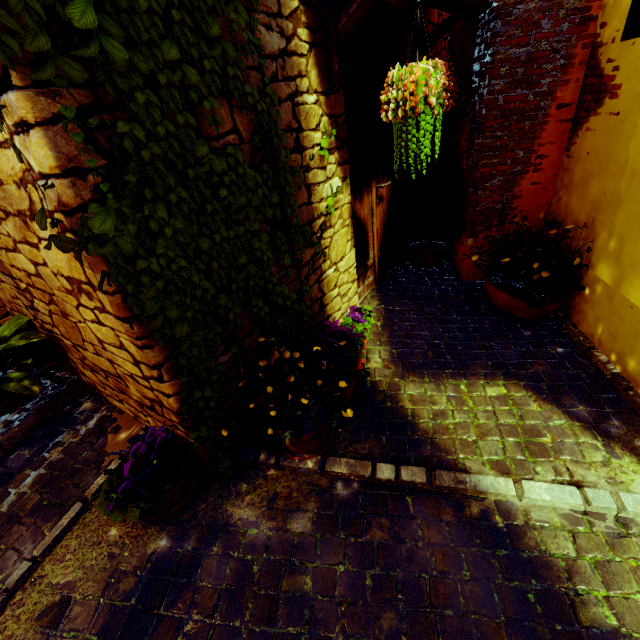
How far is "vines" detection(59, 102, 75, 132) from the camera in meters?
1.1 m

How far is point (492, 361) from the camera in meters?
2.7 m

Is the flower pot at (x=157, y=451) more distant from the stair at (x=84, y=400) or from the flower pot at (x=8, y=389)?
the flower pot at (x=8, y=389)

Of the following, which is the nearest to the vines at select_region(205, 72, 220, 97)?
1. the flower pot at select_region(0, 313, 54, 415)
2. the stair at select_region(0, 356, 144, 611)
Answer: the stair at select_region(0, 356, 144, 611)

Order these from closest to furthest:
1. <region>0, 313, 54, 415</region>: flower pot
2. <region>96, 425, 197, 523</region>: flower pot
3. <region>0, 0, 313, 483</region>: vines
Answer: <region>0, 0, 313, 483</region>: vines, <region>96, 425, 197, 523</region>: flower pot, <region>0, 313, 54, 415</region>: flower pot

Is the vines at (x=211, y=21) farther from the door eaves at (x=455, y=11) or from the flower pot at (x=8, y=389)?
the flower pot at (x=8, y=389)

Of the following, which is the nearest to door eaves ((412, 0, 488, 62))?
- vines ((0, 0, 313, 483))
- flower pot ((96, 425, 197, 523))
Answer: vines ((0, 0, 313, 483))

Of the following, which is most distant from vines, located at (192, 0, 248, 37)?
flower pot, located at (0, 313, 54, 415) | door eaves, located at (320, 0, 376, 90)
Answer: flower pot, located at (0, 313, 54, 415)
